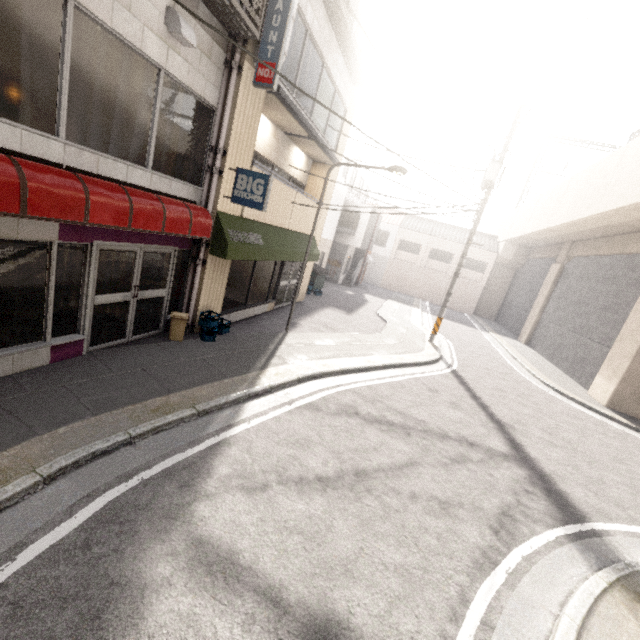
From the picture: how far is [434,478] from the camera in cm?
525

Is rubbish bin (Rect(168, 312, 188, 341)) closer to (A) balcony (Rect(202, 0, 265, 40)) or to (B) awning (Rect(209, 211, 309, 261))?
(B) awning (Rect(209, 211, 309, 261))

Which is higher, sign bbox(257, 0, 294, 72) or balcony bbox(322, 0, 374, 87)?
balcony bbox(322, 0, 374, 87)

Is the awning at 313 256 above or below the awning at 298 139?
below

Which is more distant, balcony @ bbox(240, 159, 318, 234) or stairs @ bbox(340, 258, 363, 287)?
stairs @ bbox(340, 258, 363, 287)

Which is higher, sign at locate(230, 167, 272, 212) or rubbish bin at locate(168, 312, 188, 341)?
sign at locate(230, 167, 272, 212)

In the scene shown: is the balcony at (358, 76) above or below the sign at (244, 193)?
above

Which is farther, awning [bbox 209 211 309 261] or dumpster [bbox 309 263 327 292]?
dumpster [bbox 309 263 327 292]
